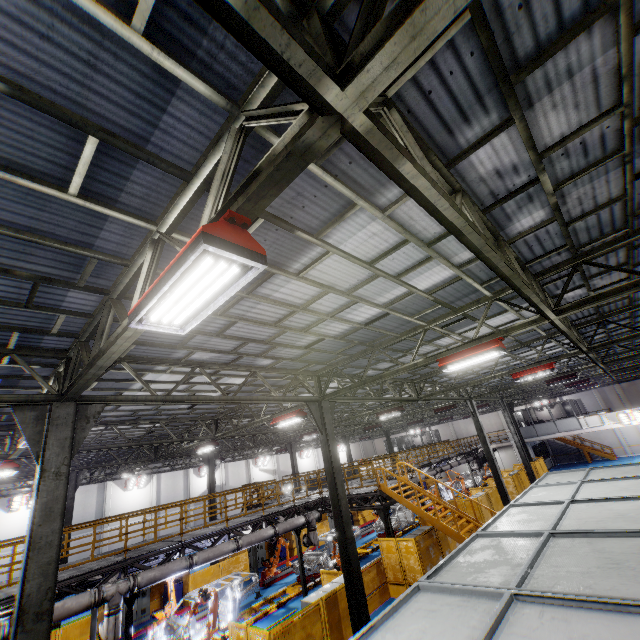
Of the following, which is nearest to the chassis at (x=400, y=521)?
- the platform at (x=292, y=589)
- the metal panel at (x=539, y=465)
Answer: the platform at (x=292, y=589)

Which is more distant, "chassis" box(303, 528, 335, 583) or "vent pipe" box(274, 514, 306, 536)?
"chassis" box(303, 528, 335, 583)

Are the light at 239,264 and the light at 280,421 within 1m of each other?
no

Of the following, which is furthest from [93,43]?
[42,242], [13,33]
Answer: [42,242]

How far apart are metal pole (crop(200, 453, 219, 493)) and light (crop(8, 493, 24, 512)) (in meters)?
15.93

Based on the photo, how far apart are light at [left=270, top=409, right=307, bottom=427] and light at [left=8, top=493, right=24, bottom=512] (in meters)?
26.75

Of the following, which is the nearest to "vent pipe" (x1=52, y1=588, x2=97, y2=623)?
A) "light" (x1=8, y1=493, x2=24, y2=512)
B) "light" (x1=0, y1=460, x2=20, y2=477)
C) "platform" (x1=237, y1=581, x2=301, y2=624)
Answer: "platform" (x1=237, y1=581, x2=301, y2=624)

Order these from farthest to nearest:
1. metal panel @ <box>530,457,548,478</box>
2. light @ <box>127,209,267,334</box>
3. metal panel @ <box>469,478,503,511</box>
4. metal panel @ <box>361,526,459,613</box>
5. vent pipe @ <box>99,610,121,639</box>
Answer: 1. metal panel @ <box>530,457,548,478</box>
2. metal panel @ <box>469,478,503,511</box>
3. metal panel @ <box>361,526,459,613</box>
4. vent pipe @ <box>99,610,121,639</box>
5. light @ <box>127,209,267,334</box>
